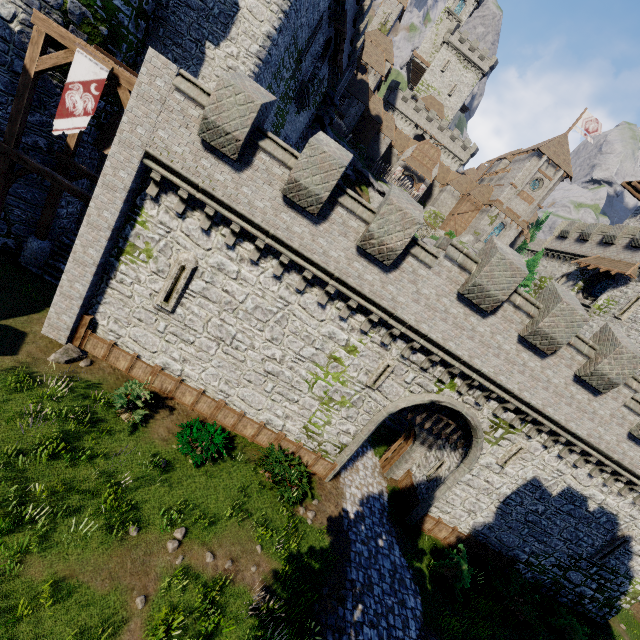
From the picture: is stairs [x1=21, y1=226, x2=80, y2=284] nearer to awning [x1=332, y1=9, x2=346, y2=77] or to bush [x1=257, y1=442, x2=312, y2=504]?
bush [x1=257, y1=442, x2=312, y2=504]

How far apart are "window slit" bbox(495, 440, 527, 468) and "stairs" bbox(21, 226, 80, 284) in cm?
2017

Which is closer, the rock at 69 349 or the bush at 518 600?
the rock at 69 349

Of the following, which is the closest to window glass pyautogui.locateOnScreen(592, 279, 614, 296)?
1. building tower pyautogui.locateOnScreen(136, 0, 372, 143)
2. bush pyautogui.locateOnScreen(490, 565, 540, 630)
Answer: bush pyautogui.locateOnScreen(490, 565, 540, 630)

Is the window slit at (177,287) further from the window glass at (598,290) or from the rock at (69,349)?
the window glass at (598,290)

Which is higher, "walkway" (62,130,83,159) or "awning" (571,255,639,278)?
"awning" (571,255,639,278)

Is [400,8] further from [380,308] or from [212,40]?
[380,308]

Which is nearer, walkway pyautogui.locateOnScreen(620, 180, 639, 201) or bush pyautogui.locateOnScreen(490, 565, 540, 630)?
bush pyautogui.locateOnScreen(490, 565, 540, 630)
